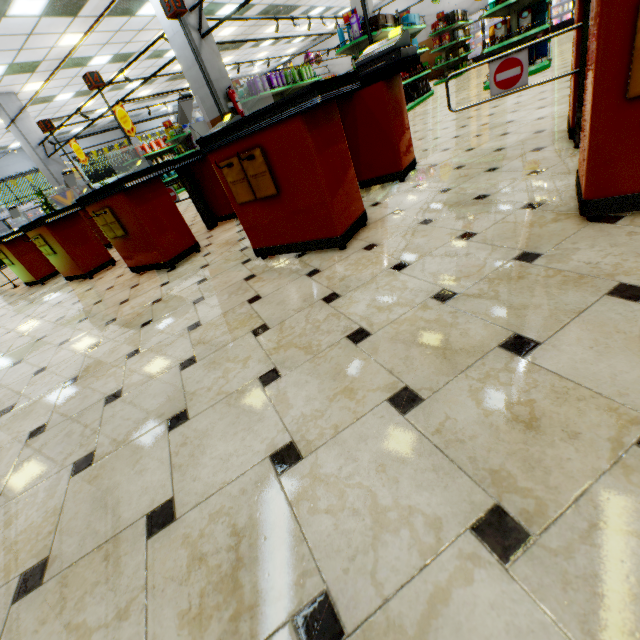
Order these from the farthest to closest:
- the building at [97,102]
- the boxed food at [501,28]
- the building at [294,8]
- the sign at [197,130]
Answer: the building at [97,102] → the building at [294,8] → the sign at [197,130] → the boxed food at [501,28]

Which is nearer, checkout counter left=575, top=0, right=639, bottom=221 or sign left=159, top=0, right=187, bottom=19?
checkout counter left=575, top=0, right=639, bottom=221

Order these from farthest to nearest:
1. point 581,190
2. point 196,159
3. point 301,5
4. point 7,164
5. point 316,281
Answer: point 7,164, point 301,5, point 196,159, point 316,281, point 581,190

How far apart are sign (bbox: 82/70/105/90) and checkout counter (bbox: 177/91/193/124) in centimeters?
416cm

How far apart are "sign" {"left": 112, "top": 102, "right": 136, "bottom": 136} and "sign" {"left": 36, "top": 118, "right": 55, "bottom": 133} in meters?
3.0 m

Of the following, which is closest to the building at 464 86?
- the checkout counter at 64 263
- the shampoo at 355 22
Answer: the checkout counter at 64 263

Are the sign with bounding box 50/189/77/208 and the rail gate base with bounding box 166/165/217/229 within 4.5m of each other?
no

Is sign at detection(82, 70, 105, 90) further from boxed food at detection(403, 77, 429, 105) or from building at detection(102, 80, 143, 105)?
boxed food at detection(403, 77, 429, 105)
